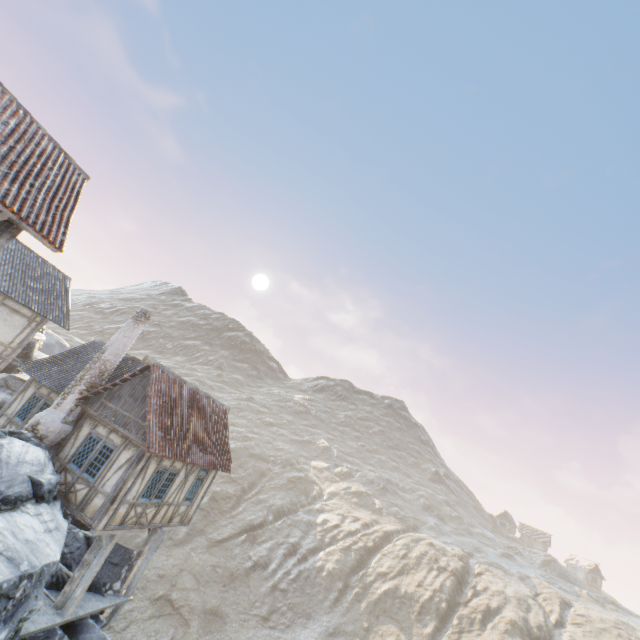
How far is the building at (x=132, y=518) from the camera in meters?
12.0 m

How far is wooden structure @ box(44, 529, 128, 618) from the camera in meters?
11.7 m

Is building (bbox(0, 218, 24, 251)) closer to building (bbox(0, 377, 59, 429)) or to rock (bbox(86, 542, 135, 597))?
rock (bbox(86, 542, 135, 597))

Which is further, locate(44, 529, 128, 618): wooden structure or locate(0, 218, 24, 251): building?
locate(44, 529, 128, 618): wooden structure

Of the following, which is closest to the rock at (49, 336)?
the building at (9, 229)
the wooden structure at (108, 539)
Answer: the building at (9, 229)

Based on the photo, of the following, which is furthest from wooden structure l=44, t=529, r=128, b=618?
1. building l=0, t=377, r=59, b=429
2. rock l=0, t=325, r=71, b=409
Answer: rock l=0, t=325, r=71, b=409

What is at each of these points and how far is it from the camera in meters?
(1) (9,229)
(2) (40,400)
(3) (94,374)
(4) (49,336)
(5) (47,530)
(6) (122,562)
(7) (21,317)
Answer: (1) building, 8.1
(2) building, 15.5
(3) chimney, 14.4
(4) rock, 39.4
(5) rock, 9.9
(6) rock, 14.8
(7) building, 17.8

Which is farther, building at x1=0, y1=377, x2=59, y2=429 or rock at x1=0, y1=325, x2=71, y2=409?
rock at x1=0, y1=325, x2=71, y2=409
